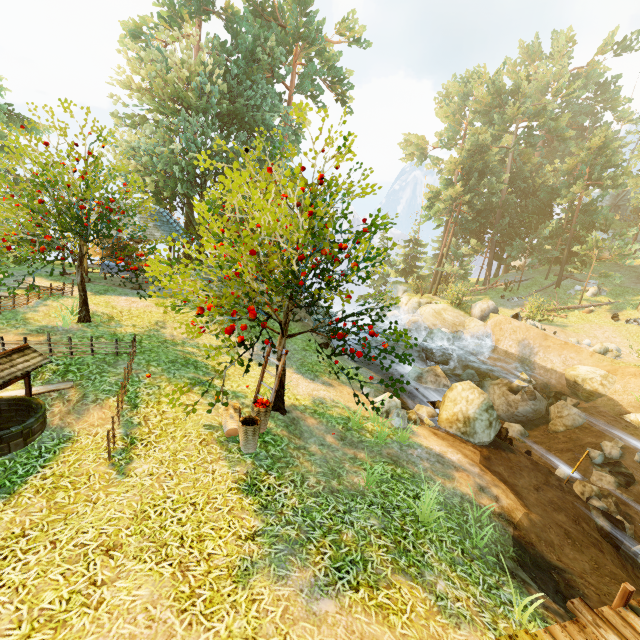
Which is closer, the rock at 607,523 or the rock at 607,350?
the rock at 607,523

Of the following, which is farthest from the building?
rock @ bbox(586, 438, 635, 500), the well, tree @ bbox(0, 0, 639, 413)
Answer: rock @ bbox(586, 438, 635, 500)

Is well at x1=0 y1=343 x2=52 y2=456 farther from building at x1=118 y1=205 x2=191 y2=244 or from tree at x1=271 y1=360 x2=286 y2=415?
building at x1=118 y1=205 x2=191 y2=244

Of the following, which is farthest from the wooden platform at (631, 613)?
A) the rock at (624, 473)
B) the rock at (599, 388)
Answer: the rock at (599, 388)

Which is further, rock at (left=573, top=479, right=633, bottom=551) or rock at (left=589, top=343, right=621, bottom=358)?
rock at (left=589, top=343, right=621, bottom=358)

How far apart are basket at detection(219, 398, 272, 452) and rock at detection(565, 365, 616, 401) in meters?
18.7

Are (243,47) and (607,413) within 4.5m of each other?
no

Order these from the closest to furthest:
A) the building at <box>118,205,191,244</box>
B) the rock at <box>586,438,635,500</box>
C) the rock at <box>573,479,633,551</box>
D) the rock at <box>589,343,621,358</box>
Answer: the rock at <box>573,479,633,551</box> → the rock at <box>586,438,635,500</box> → the building at <box>118,205,191,244</box> → the rock at <box>589,343,621,358</box>
